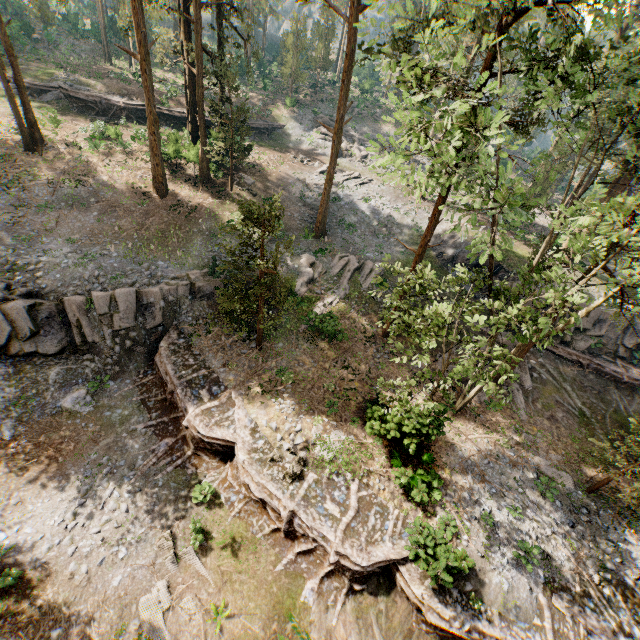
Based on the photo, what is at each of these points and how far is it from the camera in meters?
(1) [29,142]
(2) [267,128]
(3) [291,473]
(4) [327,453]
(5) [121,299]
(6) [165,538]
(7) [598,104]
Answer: (1) foliage, 25.3 m
(2) ground embankment, 41.3 m
(3) foliage, 14.4 m
(4) foliage, 15.6 m
(5) rock, 18.8 m
(6) foliage, 13.4 m
(7) foliage, 29.7 m

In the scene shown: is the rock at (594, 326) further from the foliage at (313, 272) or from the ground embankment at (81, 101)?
the ground embankment at (81, 101)

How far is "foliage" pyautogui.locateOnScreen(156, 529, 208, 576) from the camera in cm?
1286

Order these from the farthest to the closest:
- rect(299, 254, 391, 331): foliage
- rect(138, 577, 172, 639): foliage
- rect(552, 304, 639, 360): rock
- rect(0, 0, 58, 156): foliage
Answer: rect(552, 304, 639, 360): rock < rect(0, 0, 58, 156): foliage < rect(299, 254, 391, 331): foliage < rect(138, 577, 172, 639): foliage

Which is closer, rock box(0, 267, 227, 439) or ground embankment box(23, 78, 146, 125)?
rock box(0, 267, 227, 439)

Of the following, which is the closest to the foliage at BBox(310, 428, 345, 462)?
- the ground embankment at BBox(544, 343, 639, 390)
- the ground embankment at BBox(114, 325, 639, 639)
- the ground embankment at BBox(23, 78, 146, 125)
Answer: the ground embankment at BBox(114, 325, 639, 639)

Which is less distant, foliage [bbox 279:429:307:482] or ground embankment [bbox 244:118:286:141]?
foliage [bbox 279:429:307:482]

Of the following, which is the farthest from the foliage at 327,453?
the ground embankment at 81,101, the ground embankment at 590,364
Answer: the ground embankment at 81,101
